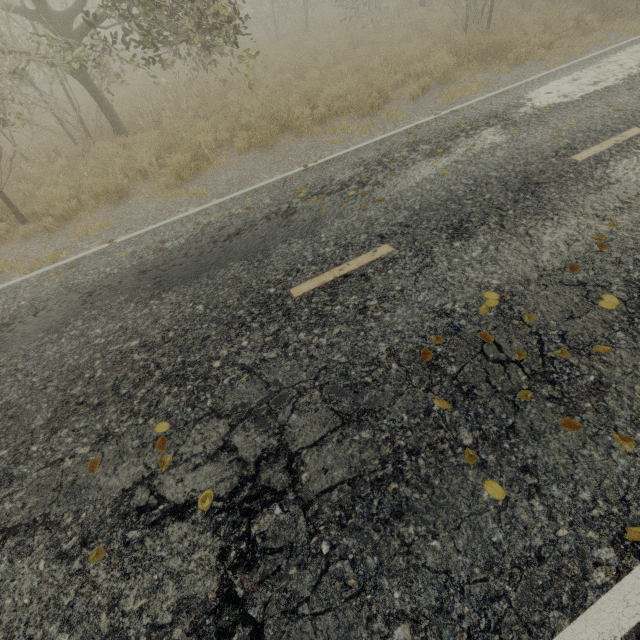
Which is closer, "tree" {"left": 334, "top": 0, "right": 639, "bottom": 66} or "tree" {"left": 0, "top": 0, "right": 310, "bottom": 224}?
"tree" {"left": 0, "top": 0, "right": 310, "bottom": 224}

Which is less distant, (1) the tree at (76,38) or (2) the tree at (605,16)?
(1) the tree at (76,38)

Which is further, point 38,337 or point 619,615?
point 38,337
